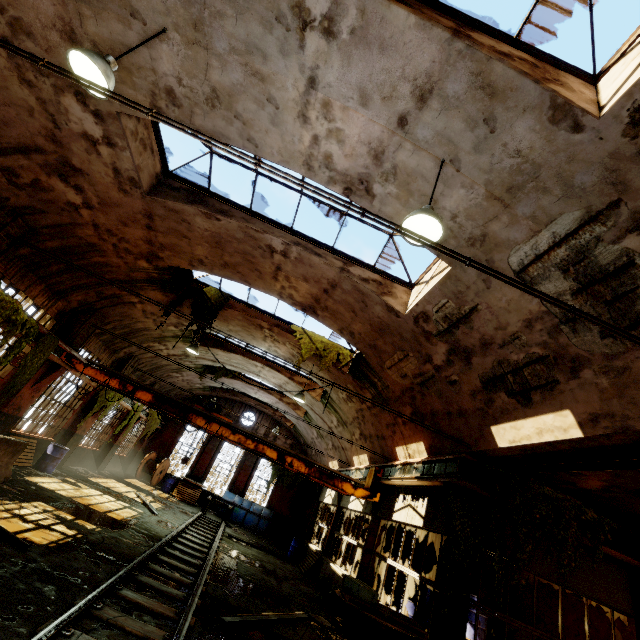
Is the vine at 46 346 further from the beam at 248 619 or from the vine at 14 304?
the beam at 248 619

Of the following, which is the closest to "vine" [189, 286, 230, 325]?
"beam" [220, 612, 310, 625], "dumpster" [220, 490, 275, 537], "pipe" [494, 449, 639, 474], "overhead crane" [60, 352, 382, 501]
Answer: "overhead crane" [60, 352, 382, 501]

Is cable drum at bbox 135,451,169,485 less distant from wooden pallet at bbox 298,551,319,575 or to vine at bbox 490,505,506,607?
vine at bbox 490,505,506,607

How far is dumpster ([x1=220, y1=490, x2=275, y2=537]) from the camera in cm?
2142

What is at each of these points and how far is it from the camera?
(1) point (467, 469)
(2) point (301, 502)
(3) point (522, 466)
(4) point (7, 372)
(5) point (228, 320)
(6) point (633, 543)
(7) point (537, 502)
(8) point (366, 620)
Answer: (1) beam, 7.6 meters
(2) pillar, 24.3 meters
(3) pipe, 7.5 meters
(4) building, 9.9 meters
(5) building, 13.5 meters
(6) beam, 7.6 meters
(7) vine, 7.3 meters
(8) cable drum, 6.1 meters

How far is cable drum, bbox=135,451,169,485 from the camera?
21.7m

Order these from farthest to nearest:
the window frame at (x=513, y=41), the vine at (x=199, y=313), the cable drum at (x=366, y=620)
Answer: the vine at (x=199, y=313) < the cable drum at (x=366, y=620) < the window frame at (x=513, y=41)

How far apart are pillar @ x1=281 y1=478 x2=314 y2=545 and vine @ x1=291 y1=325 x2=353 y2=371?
16.6 meters
